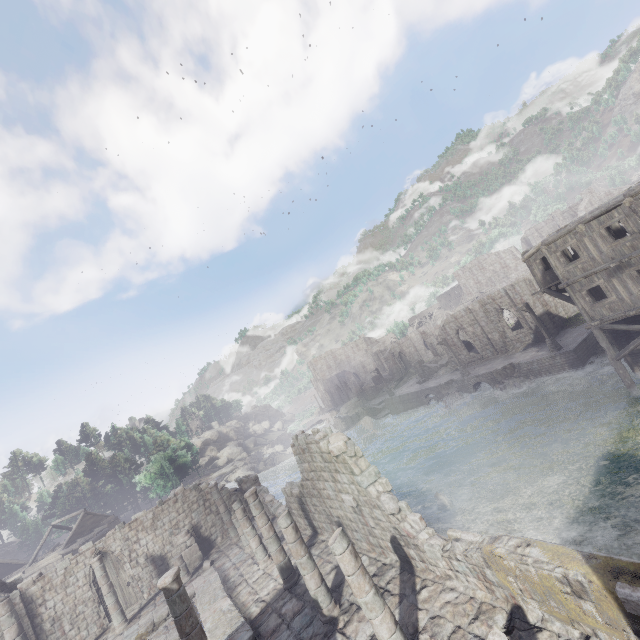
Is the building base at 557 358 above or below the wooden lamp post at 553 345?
below

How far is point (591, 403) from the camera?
20.6 meters

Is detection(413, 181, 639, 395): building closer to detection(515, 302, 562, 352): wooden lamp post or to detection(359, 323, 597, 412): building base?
detection(359, 323, 597, 412): building base

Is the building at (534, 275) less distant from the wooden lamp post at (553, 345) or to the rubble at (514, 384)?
the wooden lamp post at (553, 345)

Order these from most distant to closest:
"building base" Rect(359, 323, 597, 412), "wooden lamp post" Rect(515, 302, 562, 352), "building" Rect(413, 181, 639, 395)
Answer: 1. "wooden lamp post" Rect(515, 302, 562, 352)
2. "building base" Rect(359, 323, 597, 412)
3. "building" Rect(413, 181, 639, 395)

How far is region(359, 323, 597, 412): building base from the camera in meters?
26.3 m

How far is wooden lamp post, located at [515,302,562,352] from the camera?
27.3m

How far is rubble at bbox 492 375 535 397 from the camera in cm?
2858
